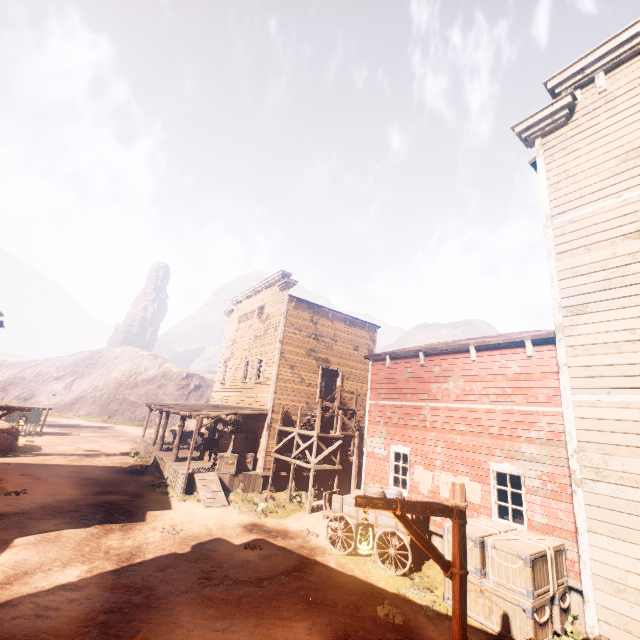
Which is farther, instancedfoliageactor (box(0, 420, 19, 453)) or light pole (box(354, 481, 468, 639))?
instancedfoliageactor (box(0, 420, 19, 453))

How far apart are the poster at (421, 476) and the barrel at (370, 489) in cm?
91

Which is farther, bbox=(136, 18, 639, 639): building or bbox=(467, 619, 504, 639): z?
bbox=(467, 619, 504, 639): z

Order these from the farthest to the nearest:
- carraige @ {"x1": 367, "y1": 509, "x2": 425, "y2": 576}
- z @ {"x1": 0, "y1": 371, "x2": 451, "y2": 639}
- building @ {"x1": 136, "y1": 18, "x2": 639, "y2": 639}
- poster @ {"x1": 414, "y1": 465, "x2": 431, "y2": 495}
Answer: poster @ {"x1": 414, "y1": 465, "x2": 431, "y2": 495}
carraige @ {"x1": 367, "y1": 509, "x2": 425, "y2": 576}
z @ {"x1": 0, "y1": 371, "x2": 451, "y2": 639}
building @ {"x1": 136, "y1": 18, "x2": 639, "y2": 639}

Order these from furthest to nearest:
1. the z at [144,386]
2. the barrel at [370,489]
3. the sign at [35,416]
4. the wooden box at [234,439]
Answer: the sign at [35,416] → the wooden box at [234,439] → the barrel at [370,489] → the z at [144,386]

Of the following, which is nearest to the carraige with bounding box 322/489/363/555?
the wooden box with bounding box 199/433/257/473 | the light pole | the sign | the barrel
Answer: the barrel

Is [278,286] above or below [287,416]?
above

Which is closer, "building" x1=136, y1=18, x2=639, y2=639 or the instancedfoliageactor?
"building" x1=136, y1=18, x2=639, y2=639
